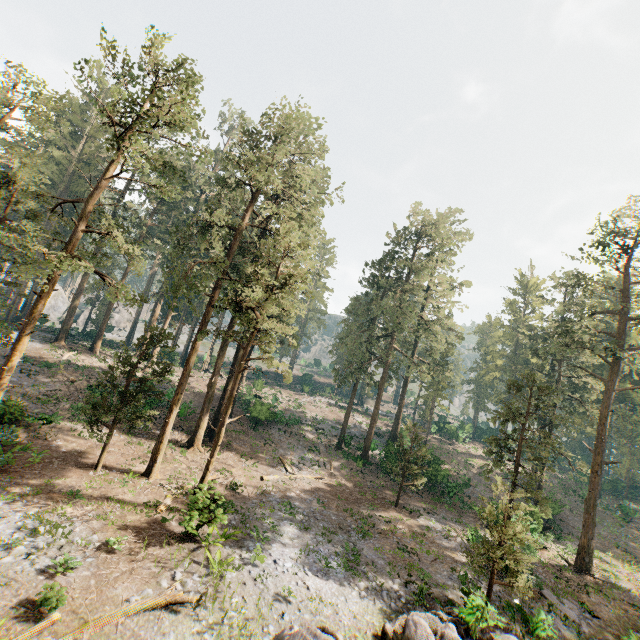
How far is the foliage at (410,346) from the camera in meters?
34.9 m

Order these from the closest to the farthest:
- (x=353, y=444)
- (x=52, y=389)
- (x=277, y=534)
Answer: (x=277, y=534)
(x=52, y=389)
(x=353, y=444)

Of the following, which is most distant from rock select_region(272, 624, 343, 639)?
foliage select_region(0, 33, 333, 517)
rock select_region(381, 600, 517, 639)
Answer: foliage select_region(0, 33, 333, 517)

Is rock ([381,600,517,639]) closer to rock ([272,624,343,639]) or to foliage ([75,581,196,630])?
rock ([272,624,343,639])

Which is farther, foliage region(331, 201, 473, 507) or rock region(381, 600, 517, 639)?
foliage region(331, 201, 473, 507)

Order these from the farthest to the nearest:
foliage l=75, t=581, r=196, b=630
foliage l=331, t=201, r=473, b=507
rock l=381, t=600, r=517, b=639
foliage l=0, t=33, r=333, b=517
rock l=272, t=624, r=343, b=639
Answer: foliage l=331, t=201, r=473, b=507
foliage l=0, t=33, r=333, b=517
rock l=381, t=600, r=517, b=639
foliage l=75, t=581, r=196, b=630
rock l=272, t=624, r=343, b=639

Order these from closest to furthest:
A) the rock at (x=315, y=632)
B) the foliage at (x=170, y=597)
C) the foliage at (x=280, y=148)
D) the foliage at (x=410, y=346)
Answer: the rock at (x=315, y=632)
the foliage at (x=170, y=597)
the foliage at (x=280, y=148)
the foliage at (x=410, y=346)
